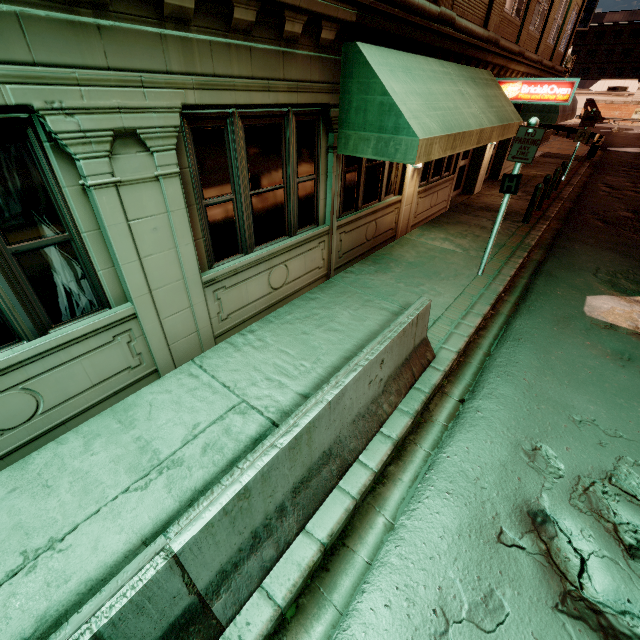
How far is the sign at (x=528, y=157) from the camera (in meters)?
5.76

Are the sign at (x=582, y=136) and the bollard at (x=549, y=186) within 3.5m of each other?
no

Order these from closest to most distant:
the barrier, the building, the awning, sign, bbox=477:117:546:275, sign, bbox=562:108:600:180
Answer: the barrier → the building → the awning → sign, bbox=477:117:546:275 → sign, bbox=562:108:600:180

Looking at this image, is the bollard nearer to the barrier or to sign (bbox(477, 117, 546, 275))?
sign (bbox(477, 117, 546, 275))

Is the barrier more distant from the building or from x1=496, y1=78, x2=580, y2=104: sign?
x1=496, y1=78, x2=580, y2=104: sign

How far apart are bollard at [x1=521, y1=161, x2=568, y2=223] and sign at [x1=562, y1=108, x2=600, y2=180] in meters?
6.8

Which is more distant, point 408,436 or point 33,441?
point 408,436

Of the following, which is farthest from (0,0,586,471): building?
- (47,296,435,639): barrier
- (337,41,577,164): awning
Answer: (47,296,435,639): barrier
